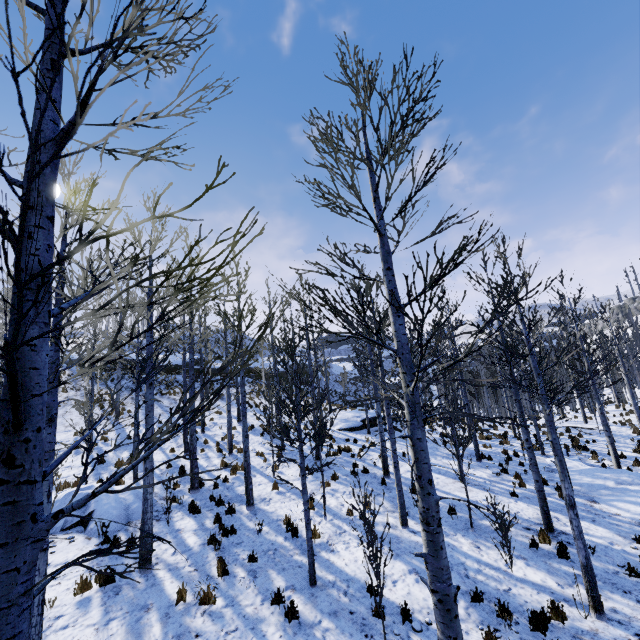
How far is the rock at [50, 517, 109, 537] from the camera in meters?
9.5

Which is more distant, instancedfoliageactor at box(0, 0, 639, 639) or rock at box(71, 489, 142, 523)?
rock at box(71, 489, 142, 523)

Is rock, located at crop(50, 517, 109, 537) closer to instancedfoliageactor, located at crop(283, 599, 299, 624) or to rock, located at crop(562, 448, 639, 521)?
rock, located at crop(562, 448, 639, 521)

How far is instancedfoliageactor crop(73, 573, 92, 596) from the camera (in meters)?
7.05

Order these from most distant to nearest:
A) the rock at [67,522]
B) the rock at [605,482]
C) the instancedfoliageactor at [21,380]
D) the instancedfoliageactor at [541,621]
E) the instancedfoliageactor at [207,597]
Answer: the rock at [605,482]
the rock at [67,522]
the instancedfoliageactor at [207,597]
the instancedfoliageactor at [541,621]
the instancedfoliageactor at [21,380]

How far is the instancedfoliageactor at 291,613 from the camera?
6.38m

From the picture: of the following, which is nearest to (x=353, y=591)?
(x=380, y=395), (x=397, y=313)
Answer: (x=397, y=313)

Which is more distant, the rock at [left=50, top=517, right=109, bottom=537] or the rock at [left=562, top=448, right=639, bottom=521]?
the rock at [left=562, top=448, right=639, bottom=521]
